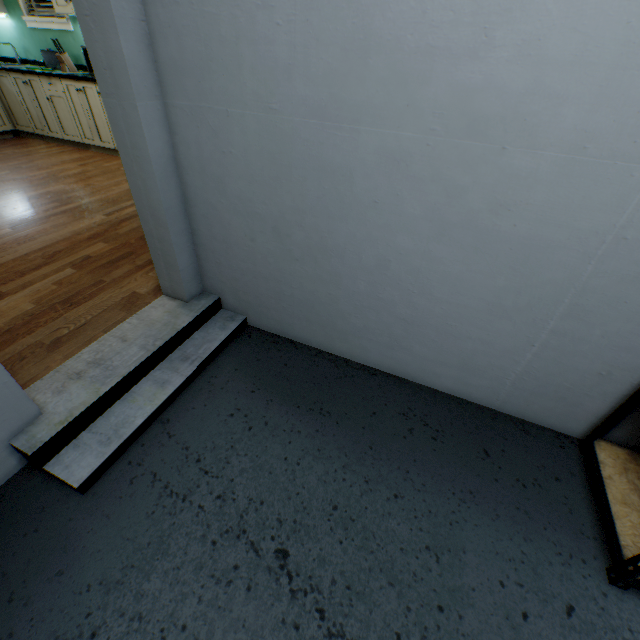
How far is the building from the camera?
1.3 meters

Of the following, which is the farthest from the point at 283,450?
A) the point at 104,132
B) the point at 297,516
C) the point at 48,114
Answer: the point at 48,114

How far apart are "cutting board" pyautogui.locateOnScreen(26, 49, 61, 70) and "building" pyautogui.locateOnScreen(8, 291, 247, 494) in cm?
476

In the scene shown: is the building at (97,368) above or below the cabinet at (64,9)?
below

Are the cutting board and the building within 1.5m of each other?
no

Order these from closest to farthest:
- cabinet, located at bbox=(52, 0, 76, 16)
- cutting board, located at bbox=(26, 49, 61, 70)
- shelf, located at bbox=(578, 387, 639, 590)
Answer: shelf, located at bbox=(578, 387, 639, 590), cabinet, located at bbox=(52, 0, 76, 16), cutting board, located at bbox=(26, 49, 61, 70)

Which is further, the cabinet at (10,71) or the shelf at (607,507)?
the cabinet at (10,71)

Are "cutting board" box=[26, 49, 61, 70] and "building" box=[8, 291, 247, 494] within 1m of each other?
no
